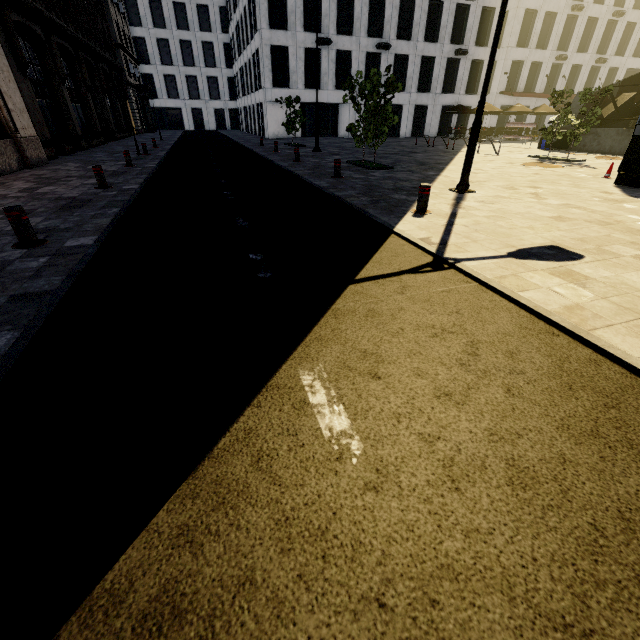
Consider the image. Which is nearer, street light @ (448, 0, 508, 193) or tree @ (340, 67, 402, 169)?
street light @ (448, 0, 508, 193)

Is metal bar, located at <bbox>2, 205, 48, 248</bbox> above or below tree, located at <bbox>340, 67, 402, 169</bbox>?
below

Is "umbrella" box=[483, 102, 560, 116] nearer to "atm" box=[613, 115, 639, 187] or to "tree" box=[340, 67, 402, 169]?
"tree" box=[340, 67, 402, 169]

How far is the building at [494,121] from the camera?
36.8 meters

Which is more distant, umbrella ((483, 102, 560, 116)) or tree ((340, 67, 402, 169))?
umbrella ((483, 102, 560, 116))

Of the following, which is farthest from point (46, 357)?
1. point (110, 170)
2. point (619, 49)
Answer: point (619, 49)

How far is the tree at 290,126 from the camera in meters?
21.0

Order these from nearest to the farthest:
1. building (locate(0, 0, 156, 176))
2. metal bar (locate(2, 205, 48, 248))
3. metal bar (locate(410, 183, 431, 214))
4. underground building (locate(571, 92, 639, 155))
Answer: metal bar (locate(2, 205, 48, 248)) → metal bar (locate(410, 183, 431, 214)) → building (locate(0, 0, 156, 176)) → underground building (locate(571, 92, 639, 155))
